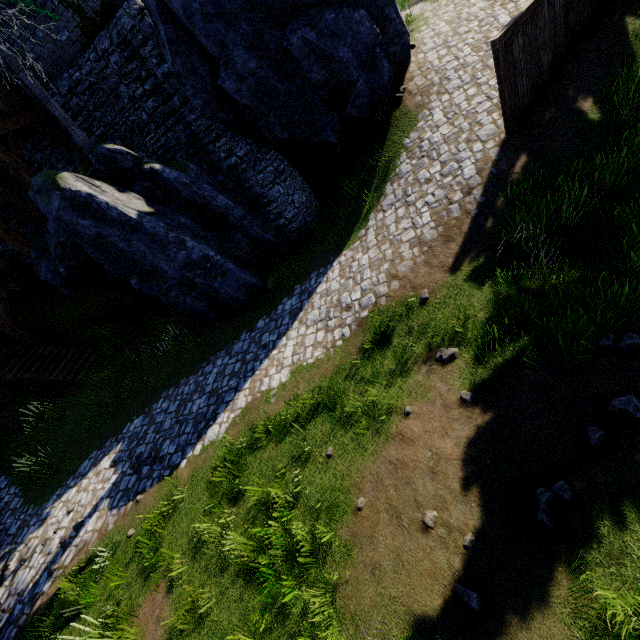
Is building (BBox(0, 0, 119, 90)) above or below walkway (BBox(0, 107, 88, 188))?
above

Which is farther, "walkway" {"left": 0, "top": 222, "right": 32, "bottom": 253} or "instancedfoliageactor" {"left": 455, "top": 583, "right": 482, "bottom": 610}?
"walkway" {"left": 0, "top": 222, "right": 32, "bottom": 253}

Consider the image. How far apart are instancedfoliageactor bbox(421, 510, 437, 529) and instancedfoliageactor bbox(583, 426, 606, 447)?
2.2m

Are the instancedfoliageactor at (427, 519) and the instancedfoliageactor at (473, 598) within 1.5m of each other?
yes

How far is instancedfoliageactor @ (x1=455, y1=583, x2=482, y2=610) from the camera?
3.6m

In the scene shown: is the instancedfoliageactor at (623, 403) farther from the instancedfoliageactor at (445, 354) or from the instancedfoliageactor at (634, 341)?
the instancedfoliageactor at (445, 354)

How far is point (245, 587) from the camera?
5.2 meters

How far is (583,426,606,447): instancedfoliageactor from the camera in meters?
4.0 m
